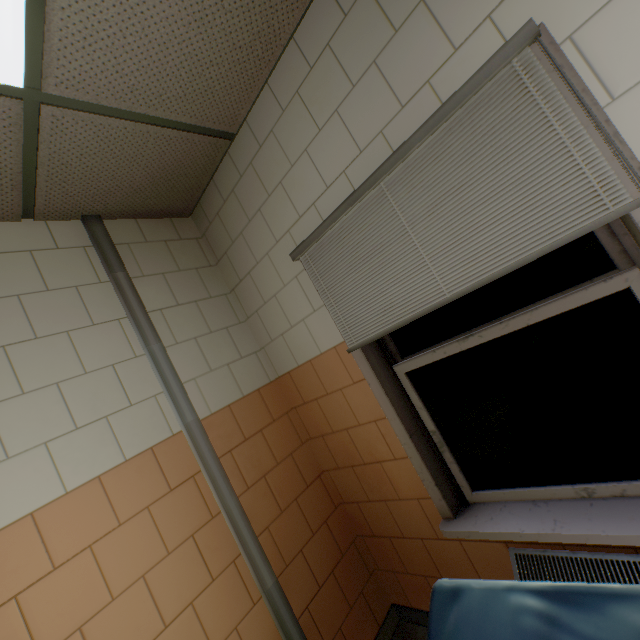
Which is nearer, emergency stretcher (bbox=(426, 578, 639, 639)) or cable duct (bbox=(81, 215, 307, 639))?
emergency stretcher (bbox=(426, 578, 639, 639))

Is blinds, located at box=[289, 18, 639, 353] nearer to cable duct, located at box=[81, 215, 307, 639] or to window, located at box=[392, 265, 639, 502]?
window, located at box=[392, 265, 639, 502]

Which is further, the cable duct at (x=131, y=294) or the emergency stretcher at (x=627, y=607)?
the cable duct at (x=131, y=294)

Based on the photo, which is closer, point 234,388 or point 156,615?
point 156,615

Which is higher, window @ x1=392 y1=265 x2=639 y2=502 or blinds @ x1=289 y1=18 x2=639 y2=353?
blinds @ x1=289 y1=18 x2=639 y2=353

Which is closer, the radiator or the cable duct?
the radiator

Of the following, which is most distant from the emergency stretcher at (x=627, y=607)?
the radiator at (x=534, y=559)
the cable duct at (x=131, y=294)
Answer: the cable duct at (x=131, y=294)

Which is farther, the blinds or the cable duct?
the cable duct
